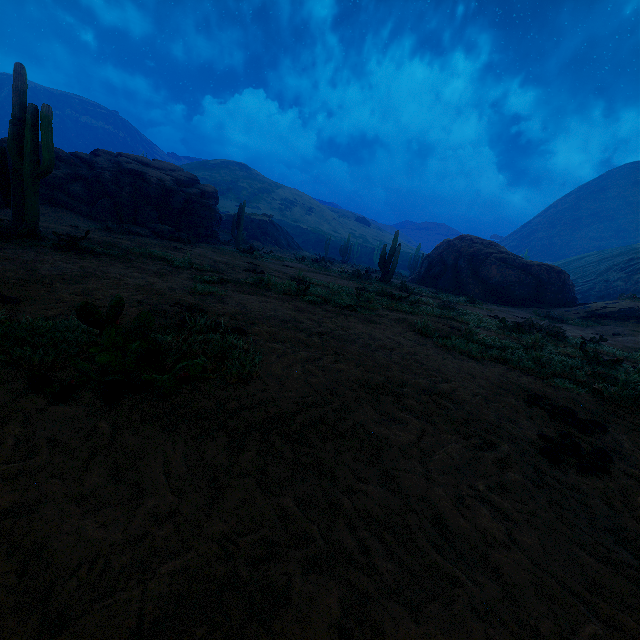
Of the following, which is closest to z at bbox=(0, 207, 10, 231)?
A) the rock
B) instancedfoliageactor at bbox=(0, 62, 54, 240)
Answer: instancedfoliageactor at bbox=(0, 62, 54, 240)

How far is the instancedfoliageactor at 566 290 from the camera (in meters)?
20.94

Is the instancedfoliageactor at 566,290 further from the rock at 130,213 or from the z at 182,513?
the z at 182,513

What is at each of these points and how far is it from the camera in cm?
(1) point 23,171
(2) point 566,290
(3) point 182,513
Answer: (1) instancedfoliageactor, 738
(2) instancedfoliageactor, 2092
(3) z, 146

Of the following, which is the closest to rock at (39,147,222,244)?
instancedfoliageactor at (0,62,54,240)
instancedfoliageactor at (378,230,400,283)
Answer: instancedfoliageactor at (378,230,400,283)

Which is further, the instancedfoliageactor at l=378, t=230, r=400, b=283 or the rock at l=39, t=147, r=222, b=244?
the instancedfoliageactor at l=378, t=230, r=400, b=283

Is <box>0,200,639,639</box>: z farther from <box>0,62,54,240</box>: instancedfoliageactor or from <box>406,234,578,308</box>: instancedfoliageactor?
<box>406,234,578,308</box>: instancedfoliageactor
